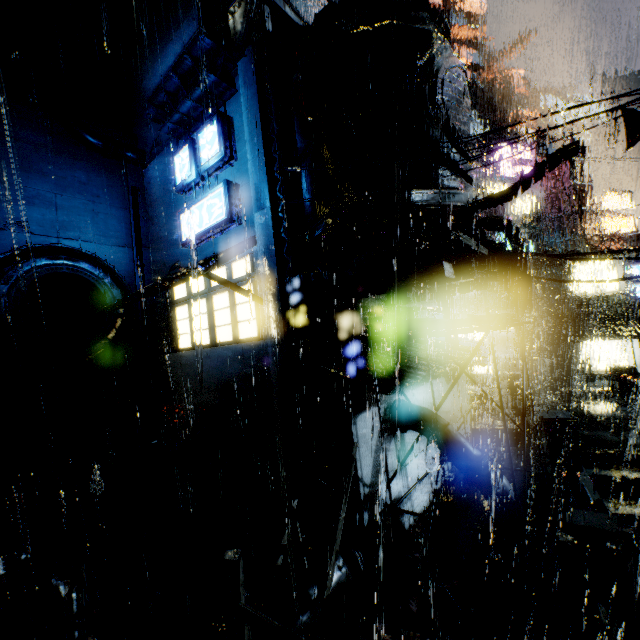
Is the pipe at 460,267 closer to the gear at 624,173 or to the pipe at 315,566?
the pipe at 315,566

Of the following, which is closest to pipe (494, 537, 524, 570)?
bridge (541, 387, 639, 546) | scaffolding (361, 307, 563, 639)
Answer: scaffolding (361, 307, 563, 639)

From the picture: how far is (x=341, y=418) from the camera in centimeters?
933cm

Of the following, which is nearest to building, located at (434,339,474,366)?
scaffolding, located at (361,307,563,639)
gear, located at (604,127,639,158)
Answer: scaffolding, located at (361,307,563,639)

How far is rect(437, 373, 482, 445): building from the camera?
14.86m

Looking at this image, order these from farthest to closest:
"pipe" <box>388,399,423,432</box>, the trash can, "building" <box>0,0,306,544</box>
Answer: the trash can → "building" <box>0,0,306,544</box> → "pipe" <box>388,399,423,432</box>

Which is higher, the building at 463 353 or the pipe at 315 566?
the building at 463 353

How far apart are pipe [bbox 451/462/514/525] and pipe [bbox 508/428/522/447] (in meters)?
8.48
